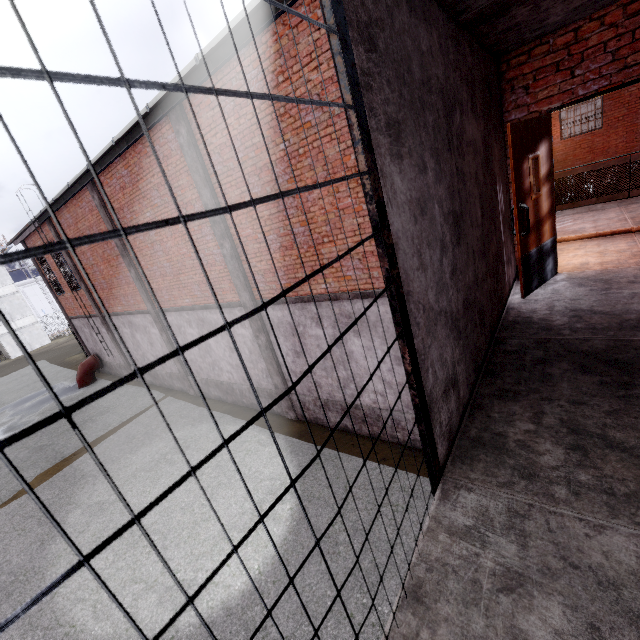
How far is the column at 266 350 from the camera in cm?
911

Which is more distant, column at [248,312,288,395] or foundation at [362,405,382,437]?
column at [248,312,288,395]

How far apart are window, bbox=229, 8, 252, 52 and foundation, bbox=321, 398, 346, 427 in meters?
7.7

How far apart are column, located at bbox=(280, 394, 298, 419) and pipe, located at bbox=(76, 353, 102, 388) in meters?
15.6 m

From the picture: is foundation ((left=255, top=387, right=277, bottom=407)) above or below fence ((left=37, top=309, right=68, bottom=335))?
below

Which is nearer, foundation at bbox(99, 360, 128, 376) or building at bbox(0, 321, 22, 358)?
foundation at bbox(99, 360, 128, 376)

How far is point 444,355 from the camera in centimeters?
221cm

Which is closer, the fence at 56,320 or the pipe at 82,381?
the pipe at 82,381
